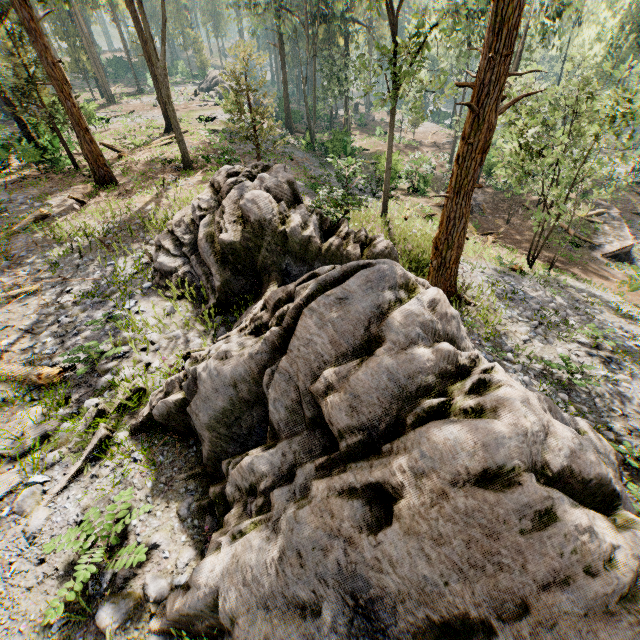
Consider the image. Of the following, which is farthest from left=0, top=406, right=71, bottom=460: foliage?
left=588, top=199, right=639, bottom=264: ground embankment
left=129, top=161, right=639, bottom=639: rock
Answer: left=588, top=199, right=639, bottom=264: ground embankment

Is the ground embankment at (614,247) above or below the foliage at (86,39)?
below

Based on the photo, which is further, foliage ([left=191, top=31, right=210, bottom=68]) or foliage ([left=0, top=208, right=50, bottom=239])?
foliage ([left=191, top=31, right=210, bottom=68])

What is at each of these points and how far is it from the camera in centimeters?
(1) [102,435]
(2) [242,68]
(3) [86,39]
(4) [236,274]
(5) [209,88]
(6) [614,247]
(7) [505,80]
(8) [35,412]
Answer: (1) foliage, 592cm
(2) foliage, 1672cm
(3) foliage, 3791cm
(4) rock, 859cm
(5) rock, 4922cm
(6) ground embankment, 2475cm
(7) foliage, 827cm
(8) foliage, 659cm

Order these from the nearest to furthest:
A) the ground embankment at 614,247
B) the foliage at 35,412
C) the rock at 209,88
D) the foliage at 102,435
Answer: the foliage at 102,435 → the foliage at 35,412 → the ground embankment at 614,247 → the rock at 209,88
